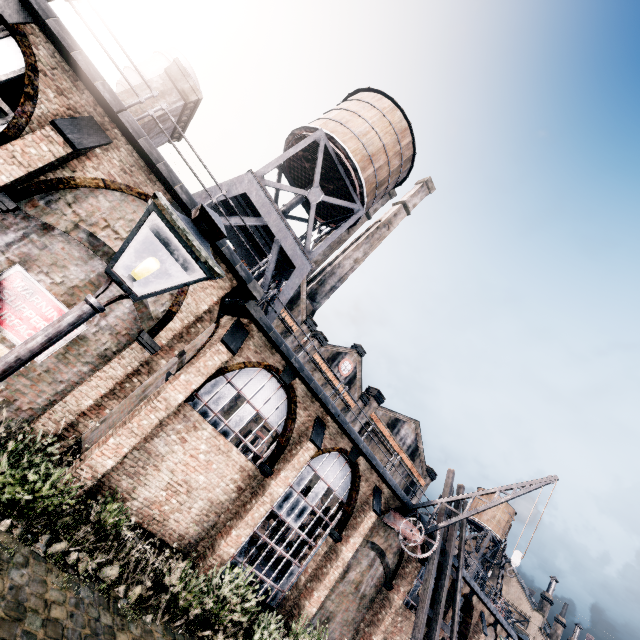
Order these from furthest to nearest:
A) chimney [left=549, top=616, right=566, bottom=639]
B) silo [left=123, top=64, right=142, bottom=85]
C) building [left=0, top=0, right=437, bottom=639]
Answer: chimney [left=549, top=616, right=566, bottom=639]
silo [left=123, top=64, right=142, bottom=85]
building [left=0, top=0, right=437, bottom=639]

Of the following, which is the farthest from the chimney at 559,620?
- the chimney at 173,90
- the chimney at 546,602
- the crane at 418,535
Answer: the chimney at 173,90

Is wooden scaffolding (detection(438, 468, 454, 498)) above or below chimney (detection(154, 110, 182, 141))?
below

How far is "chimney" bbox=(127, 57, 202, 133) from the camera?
12.8 meters

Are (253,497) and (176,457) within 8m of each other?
yes

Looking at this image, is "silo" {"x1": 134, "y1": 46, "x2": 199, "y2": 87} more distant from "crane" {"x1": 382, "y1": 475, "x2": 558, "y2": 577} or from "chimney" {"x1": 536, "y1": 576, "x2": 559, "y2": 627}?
"chimney" {"x1": 536, "y1": 576, "x2": 559, "y2": 627}

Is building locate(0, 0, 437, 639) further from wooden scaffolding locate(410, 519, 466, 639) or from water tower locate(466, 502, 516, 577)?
water tower locate(466, 502, 516, 577)

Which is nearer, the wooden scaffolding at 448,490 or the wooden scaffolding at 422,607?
the wooden scaffolding at 422,607
